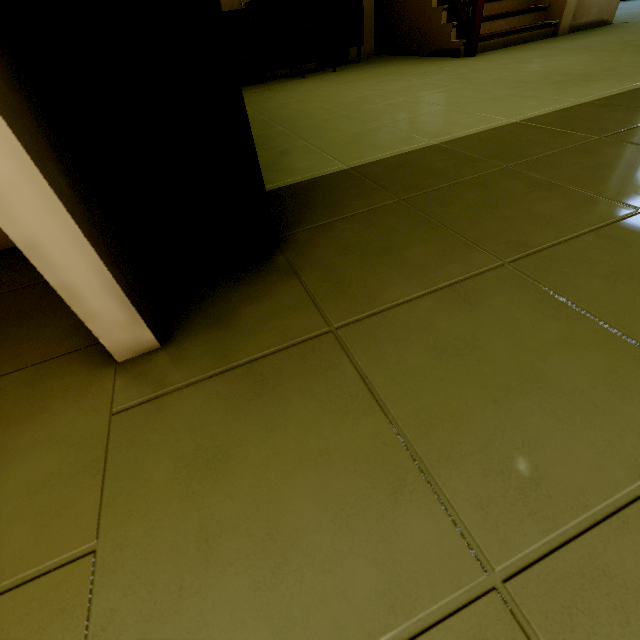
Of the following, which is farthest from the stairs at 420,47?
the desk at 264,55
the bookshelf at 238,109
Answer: the bookshelf at 238,109

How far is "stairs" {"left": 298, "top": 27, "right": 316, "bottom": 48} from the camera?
4.59m

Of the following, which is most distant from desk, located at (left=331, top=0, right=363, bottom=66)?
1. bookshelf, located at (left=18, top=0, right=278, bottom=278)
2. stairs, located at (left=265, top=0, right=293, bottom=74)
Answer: bookshelf, located at (left=18, top=0, right=278, bottom=278)

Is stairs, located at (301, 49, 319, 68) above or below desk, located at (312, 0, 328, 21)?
below

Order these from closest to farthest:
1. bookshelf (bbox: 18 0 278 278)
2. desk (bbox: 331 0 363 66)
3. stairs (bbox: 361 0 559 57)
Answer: bookshelf (bbox: 18 0 278 278) < stairs (bbox: 361 0 559 57) < desk (bbox: 331 0 363 66)

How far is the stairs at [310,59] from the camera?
4.8 meters

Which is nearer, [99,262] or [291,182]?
[99,262]

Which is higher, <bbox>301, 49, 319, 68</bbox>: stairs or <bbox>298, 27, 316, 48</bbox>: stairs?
<bbox>298, 27, 316, 48</bbox>: stairs
